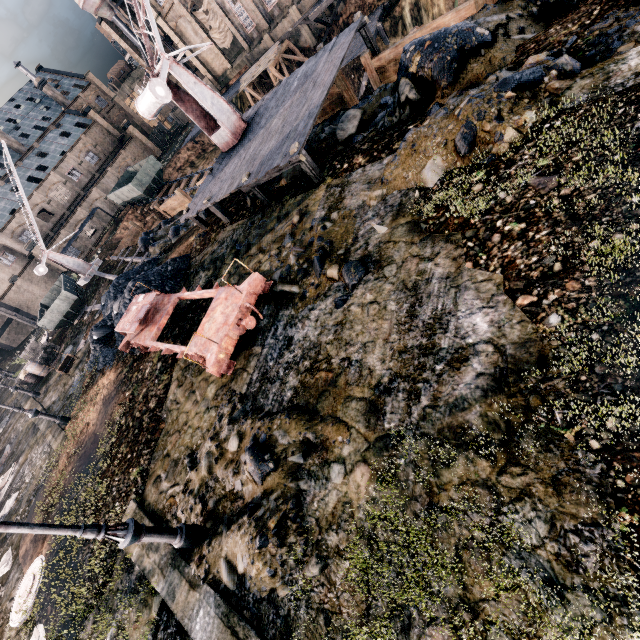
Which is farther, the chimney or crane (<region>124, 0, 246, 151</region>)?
the chimney

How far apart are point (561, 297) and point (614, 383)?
1.35m

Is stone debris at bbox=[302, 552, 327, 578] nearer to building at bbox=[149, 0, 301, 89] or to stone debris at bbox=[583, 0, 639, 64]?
stone debris at bbox=[583, 0, 639, 64]

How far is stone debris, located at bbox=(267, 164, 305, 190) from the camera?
13.8 meters

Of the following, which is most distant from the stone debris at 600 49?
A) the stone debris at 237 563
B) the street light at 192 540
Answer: the street light at 192 540

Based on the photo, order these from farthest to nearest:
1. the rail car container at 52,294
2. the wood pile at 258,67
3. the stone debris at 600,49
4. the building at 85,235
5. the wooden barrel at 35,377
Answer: the building at 85,235, the wood pile at 258,67, the rail car container at 52,294, the wooden barrel at 35,377, the stone debris at 600,49

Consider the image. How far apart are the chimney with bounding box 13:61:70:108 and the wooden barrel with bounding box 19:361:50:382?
58.58m
